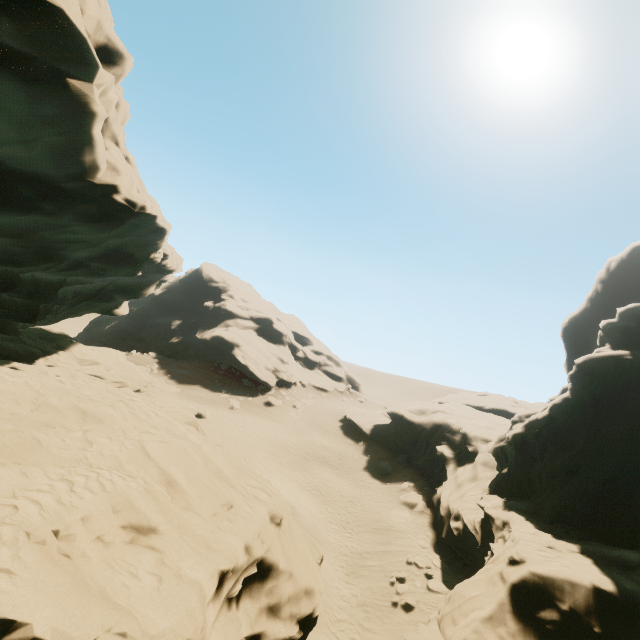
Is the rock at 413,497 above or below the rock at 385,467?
above

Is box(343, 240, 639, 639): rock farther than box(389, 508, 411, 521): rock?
No

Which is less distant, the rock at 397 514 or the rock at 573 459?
the rock at 573 459

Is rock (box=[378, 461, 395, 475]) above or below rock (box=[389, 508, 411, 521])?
above

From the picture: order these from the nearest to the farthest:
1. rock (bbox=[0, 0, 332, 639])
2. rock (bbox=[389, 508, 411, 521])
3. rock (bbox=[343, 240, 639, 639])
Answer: rock (bbox=[0, 0, 332, 639]) → rock (bbox=[343, 240, 639, 639]) → rock (bbox=[389, 508, 411, 521])

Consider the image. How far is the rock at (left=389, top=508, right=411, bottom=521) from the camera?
23.6m

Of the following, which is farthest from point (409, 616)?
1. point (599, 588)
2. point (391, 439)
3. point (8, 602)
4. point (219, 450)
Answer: point (391, 439)
